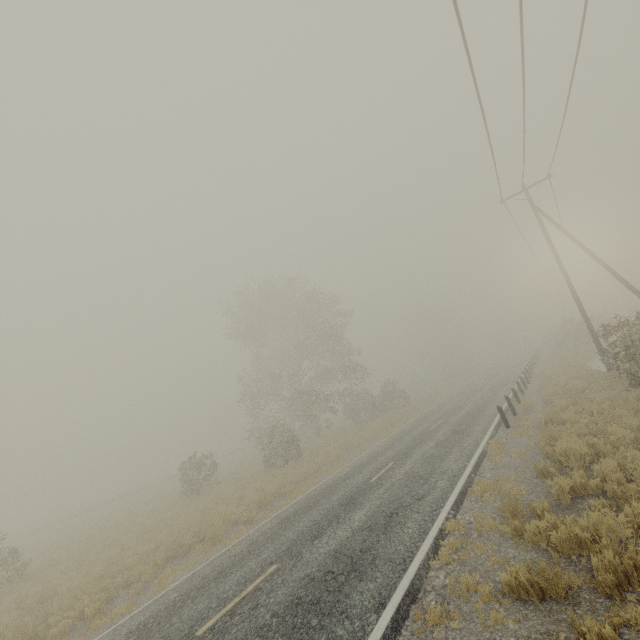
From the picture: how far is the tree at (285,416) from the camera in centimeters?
2983cm

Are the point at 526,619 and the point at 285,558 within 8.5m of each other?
yes

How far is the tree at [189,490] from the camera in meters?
22.6 m

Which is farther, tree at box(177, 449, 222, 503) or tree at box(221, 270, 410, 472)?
tree at box(221, 270, 410, 472)

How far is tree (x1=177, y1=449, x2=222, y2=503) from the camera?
22.6m

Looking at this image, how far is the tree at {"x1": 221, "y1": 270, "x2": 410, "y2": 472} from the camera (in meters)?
29.83
